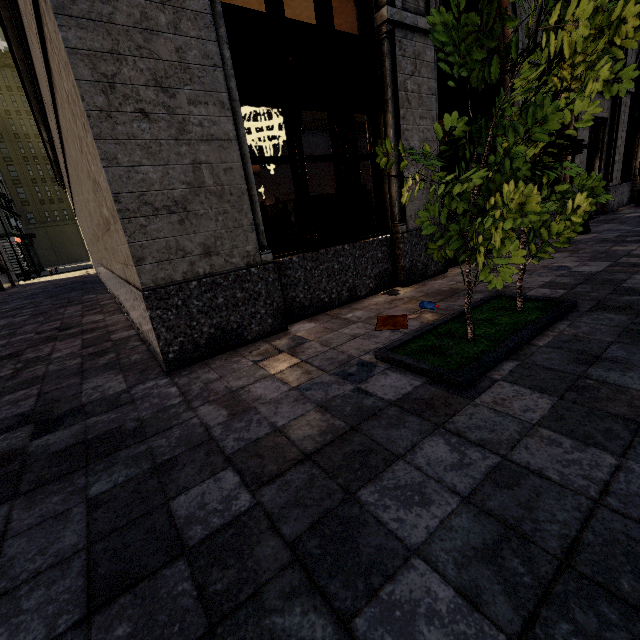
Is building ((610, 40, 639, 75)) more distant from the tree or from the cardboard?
the tree

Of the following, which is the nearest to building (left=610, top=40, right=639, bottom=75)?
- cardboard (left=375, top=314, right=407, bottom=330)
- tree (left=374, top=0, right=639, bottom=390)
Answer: cardboard (left=375, top=314, right=407, bottom=330)

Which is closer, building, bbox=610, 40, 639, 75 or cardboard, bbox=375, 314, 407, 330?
Result: cardboard, bbox=375, 314, 407, 330

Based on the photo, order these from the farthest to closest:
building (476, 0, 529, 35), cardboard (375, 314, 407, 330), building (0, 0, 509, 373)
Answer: building (476, 0, 529, 35) → cardboard (375, 314, 407, 330) → building (0, 0, 509, 373)

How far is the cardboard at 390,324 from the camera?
4.1 meters

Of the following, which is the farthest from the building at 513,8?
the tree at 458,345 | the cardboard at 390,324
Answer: the tree at 458,345

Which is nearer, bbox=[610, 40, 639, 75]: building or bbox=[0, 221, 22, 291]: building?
bbox=[610, 40, 639, 75]: building

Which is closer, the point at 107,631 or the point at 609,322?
the point at 107,631
